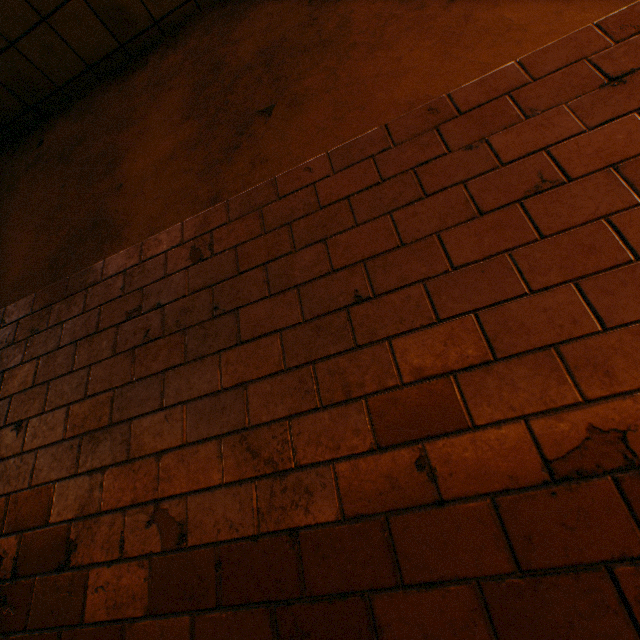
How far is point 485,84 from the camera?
1.2m
